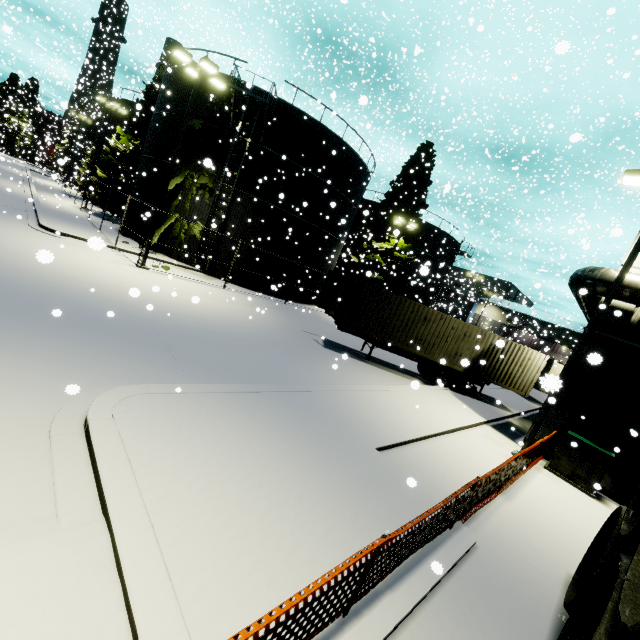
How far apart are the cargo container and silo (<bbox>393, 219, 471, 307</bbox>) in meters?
20.0

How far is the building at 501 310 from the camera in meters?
12.5 m

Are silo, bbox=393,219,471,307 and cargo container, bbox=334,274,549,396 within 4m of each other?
no

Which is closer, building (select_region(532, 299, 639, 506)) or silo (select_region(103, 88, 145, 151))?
building (select_region(532, 299, 639, 506))

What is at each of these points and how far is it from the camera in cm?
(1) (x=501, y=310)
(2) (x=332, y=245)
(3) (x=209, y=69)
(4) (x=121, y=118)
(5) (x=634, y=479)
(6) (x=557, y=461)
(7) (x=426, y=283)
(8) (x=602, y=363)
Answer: (1) building, 5694
(2) silo, 2670
(3) light, 1459
(4) silo, 3572
(5) door, 1074
(6) electrical box, 1095
(7) silo, 3794
(8) building, 1148

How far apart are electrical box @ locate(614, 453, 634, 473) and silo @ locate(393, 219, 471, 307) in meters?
27.1 m

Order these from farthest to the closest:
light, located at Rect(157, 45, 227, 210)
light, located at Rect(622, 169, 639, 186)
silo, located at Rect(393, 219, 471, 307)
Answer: silo, located at Rect(393, 219, 471, 307) → light, located at Rect(157, 45, 227, 210) → light, located at Rect(622, 169, 639, 186)

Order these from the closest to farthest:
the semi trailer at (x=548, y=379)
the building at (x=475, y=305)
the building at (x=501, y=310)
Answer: the semi trailer at (x=548, y=379) < the building at (x=501, y=310) < the building at (x=475, y=305)
